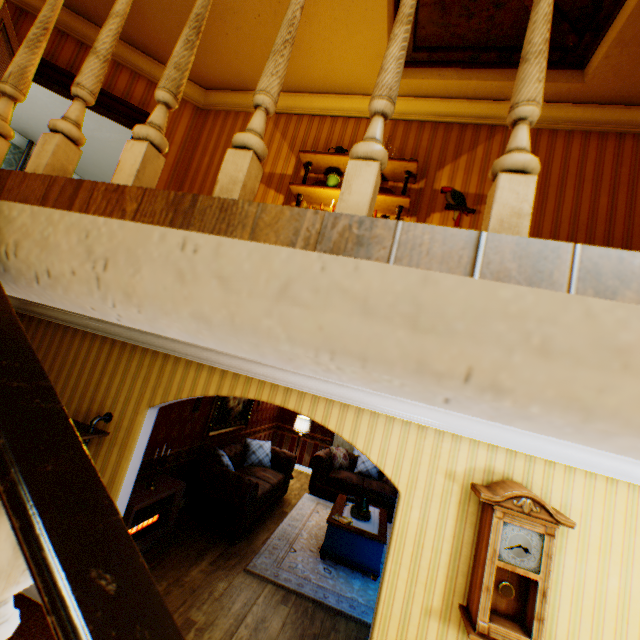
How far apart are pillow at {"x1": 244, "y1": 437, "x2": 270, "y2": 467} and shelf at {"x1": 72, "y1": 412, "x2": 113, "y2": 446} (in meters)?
4.25

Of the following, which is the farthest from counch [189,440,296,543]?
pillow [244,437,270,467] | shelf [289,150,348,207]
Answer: shelf [289,150,348,207]

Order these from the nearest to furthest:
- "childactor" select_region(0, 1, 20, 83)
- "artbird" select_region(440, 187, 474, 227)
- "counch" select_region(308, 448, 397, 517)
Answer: "childactor" select_region(0, 1, 20, 83) < "artbird" select_region(440, 187, 474, 227) < "counch" select_region(308, 448, 397, 517)

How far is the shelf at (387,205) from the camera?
3.4m

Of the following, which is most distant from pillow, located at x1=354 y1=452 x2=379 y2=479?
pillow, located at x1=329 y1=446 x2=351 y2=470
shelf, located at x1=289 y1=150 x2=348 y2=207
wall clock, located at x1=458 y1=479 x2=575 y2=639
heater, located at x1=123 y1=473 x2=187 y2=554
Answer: shelf, located at x1=289 y1=150 x2=348 y2=207

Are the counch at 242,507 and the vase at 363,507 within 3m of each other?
yes

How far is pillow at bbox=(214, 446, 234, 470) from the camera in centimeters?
618cm

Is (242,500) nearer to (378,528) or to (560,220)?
(378,528)
